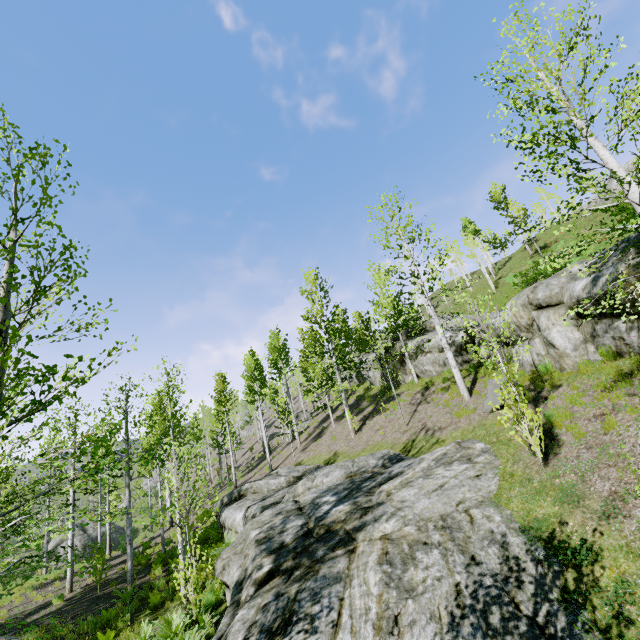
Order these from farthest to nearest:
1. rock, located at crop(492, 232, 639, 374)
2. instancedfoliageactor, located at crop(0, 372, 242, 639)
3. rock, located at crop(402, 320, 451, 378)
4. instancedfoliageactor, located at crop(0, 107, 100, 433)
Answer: rock, located at crop(402, 320, 451, 378), rock, located at crop(492, 232, 639, 374), instancedfoliageactor, located at crop(0, 372, 242, 639), instancedfoliageactor, located at crop(0, 107, 100, 433)

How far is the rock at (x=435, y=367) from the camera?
19.5 meters

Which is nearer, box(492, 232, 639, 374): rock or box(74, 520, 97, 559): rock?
box(492, 232, 639, 374): rock

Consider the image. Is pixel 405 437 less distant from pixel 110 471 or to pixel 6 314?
pixel 110 471

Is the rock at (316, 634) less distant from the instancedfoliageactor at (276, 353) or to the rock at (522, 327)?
the instancedfoliageactor at (276, 353)

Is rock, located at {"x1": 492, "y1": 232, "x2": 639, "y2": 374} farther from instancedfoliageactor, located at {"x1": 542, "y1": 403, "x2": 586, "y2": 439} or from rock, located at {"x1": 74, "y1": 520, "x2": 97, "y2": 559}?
rock, located at {"x1": 74, "y1": 520, "x2": 97, "y2": 559}

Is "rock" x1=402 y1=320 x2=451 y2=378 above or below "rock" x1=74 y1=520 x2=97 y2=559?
above
